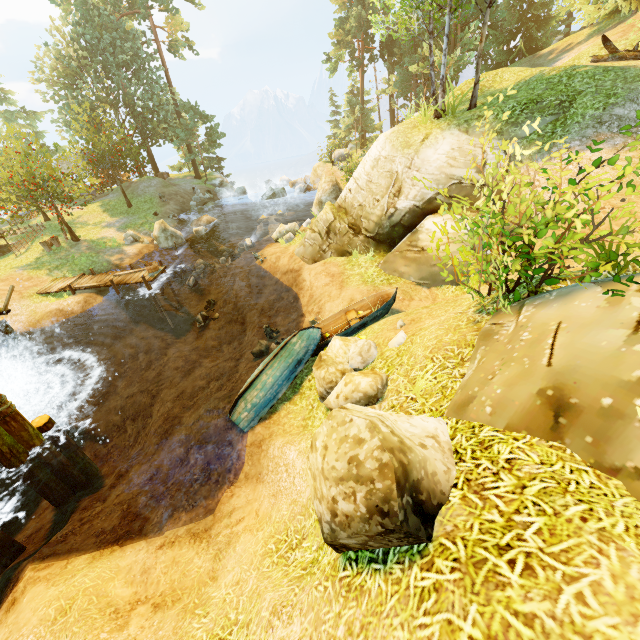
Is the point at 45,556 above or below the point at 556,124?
below

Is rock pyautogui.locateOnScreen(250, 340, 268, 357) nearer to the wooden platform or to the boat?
the boat

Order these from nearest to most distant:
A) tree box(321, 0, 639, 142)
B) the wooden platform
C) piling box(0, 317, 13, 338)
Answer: tree box(321, 0, 639, 142) → piling box(0, 317, 13, 338) → the wooden platform

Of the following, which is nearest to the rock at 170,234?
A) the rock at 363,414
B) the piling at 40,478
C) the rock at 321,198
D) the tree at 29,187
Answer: the tree at 29,187

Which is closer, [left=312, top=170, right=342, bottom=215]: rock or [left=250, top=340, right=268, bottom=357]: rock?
[left=250, top=340, right=268, bottom=357]: rock

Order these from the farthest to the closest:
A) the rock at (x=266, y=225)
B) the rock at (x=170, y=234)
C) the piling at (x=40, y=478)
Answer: the rock at (x=170, y=234), the rock at (x=266, y=225), the piling at (x=40, y=478)

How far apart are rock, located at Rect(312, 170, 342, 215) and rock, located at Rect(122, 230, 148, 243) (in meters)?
12.53

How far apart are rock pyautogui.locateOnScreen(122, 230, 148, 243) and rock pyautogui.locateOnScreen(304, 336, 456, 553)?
24.5m
